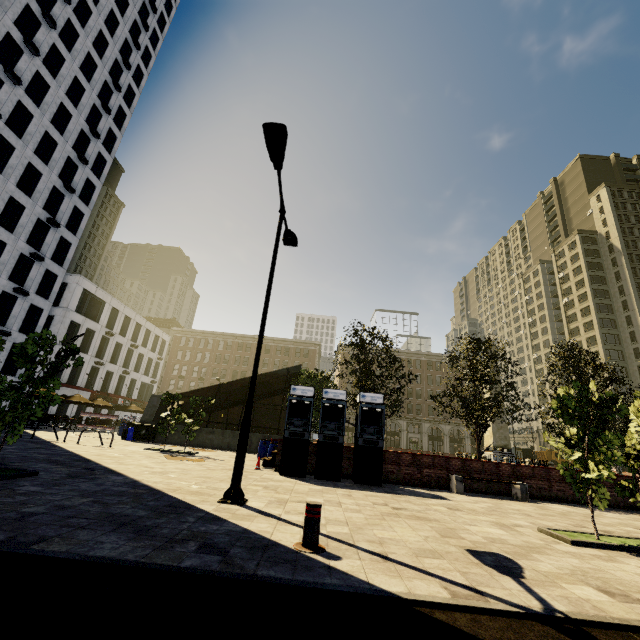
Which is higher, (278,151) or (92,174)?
(92,174)

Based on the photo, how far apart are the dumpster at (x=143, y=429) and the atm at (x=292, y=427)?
12.81m

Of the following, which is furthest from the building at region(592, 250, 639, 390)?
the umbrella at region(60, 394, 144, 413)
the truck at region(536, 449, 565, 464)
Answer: the umbrella at region(60, 394, 144, 413)

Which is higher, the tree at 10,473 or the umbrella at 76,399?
the umbrella at 76,399

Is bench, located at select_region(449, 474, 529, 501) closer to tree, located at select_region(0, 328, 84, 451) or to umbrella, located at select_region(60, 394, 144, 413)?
tree, located at select_region(0, 328, 84, 451)

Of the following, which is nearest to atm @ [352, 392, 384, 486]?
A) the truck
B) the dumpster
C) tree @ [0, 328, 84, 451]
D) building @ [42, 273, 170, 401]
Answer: tree @ [0, 328, 84, 451]

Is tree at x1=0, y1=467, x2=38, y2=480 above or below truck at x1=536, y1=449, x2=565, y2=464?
below

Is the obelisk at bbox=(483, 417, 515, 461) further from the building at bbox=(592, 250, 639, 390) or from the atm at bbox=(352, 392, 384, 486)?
the building at bbox=(592, 250, 639, 390)
